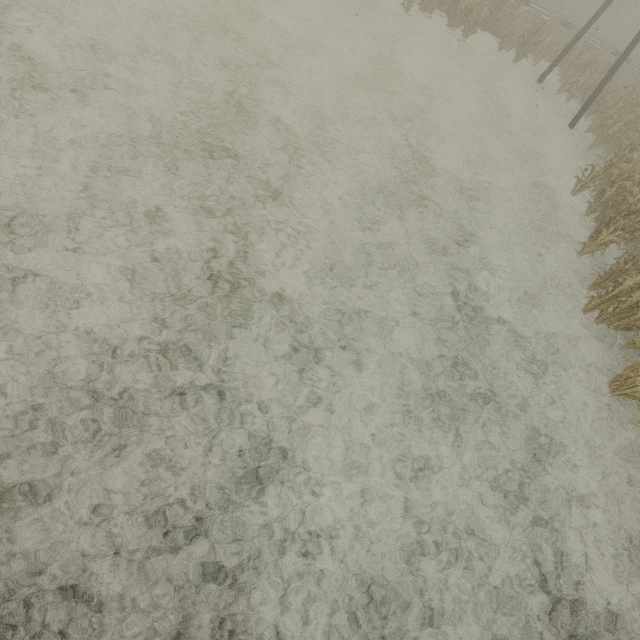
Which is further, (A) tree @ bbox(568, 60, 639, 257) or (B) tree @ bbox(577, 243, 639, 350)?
(A) tree @ bbox(568, 60, 639, 257)

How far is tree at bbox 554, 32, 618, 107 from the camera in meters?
15.4 m

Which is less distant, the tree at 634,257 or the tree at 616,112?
the tree at 634,257

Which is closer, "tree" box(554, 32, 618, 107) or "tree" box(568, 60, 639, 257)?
"tree" box(568, 60, 639, 257)

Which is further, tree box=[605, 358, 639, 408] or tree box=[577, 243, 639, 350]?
tree box=[577, 243, 639, 350]

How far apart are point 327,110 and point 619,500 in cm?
1138

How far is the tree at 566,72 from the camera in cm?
1543
